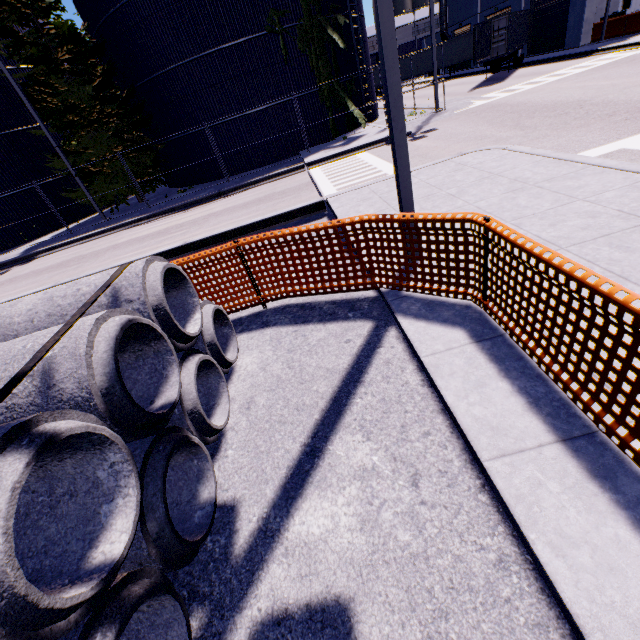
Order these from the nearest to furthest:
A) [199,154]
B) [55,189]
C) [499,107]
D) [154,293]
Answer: [154,293], [499,107], [199,154], [55,189]

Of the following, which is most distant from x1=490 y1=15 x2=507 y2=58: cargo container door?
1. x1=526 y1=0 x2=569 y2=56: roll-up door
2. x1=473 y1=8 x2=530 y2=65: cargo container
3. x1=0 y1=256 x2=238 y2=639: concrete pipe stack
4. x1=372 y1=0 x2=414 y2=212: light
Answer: x1=372 y1=0 x2=414 y2=212: light

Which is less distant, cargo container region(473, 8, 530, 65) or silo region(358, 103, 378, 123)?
silo region(358, 103, 378, 123)

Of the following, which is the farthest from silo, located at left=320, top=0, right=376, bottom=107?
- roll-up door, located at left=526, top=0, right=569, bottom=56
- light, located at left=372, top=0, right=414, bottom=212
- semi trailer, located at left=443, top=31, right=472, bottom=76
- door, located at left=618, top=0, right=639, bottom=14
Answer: door, located at left=618, top=0, right=639, bottom=14

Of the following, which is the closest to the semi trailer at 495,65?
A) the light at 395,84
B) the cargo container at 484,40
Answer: the cargo container at 484,40

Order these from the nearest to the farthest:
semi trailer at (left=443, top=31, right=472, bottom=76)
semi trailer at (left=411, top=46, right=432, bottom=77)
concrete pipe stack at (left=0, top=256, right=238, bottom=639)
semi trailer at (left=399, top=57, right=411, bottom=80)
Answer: concrete pipe stack at (left=0, top=256, right=238, bottom=639) < semi trailer at (left=443, top=31, right=472, bottom=76) < semi trailer at (left=411, top=46, right=432, bottom=77) < semi trailer at (left=399, top=57, right=411, bottom=80)

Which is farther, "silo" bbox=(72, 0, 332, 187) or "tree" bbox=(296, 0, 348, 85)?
"tree" bbox=(296, 0, 348, 85)

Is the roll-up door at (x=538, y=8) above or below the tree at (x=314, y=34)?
below
